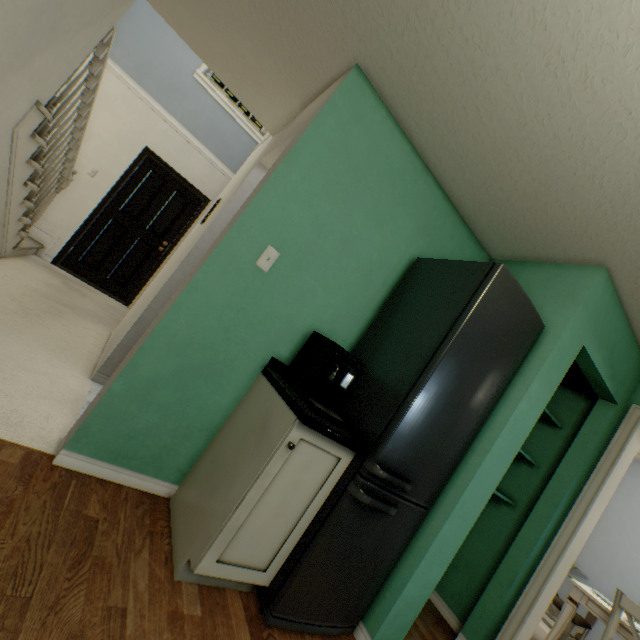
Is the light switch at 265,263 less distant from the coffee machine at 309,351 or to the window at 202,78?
the coffee machine at 309,351

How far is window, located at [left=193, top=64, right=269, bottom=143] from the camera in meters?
4.8 m

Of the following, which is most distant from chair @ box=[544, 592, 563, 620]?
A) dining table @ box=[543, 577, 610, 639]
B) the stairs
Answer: the stairs

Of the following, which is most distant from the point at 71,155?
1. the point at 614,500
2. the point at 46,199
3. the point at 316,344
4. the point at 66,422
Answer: the point at 614,500

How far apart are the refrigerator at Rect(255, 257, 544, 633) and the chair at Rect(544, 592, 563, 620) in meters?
2.8

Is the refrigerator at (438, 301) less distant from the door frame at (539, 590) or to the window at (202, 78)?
the door frame at (539, 590)

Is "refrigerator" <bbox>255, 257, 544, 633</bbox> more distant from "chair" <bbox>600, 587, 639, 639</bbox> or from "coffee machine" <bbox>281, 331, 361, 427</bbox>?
"chair" <bbox>600, 587, 639, 639</bbox>

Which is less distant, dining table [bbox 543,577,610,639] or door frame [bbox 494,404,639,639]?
door frame [bbox 494,404,639,639]
